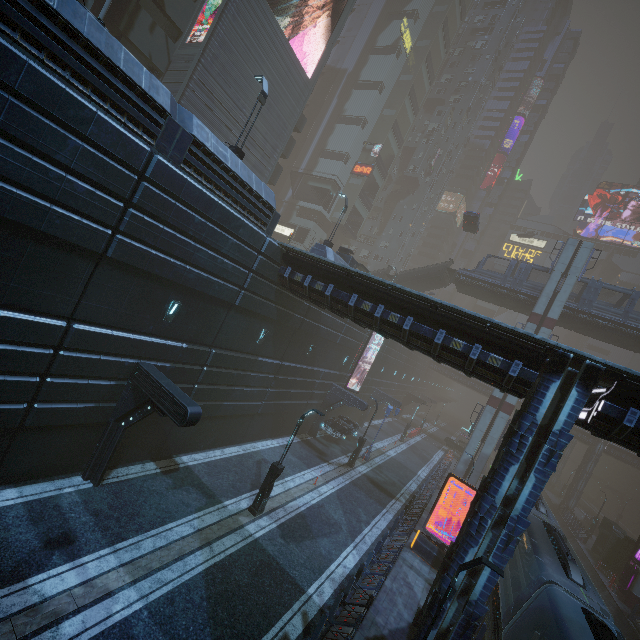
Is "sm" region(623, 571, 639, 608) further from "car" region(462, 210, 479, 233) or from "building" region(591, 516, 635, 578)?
"car" region(462, 210, 479, 233)

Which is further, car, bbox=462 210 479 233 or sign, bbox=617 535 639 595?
car, bbox=462 210 479 233

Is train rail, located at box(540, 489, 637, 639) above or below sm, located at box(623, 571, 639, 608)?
below

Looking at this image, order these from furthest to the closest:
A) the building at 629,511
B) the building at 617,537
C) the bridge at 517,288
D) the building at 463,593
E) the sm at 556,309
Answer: the building at 629,511 → the bridge at 517,288 → the sm at 556,309 → the building at 617,537 → the building at 463,593

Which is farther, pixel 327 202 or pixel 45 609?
pixel 327 202

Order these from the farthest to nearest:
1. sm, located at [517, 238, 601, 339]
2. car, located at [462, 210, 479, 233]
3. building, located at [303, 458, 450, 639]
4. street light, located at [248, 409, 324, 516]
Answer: car, located at [462, 210, 479, 233] < sm, located at [517, 238, 601, 339] < street light, located at [248, 409, 324, 516] < building, located at [303, 458, 450, 639]

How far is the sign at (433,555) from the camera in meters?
17.5 m

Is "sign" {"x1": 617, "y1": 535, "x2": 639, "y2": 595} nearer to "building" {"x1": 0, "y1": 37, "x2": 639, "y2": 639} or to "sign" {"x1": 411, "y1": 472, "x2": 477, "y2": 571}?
"building" {"x1": 0, "y1": 37, "x2": 639, "y2": 639}
